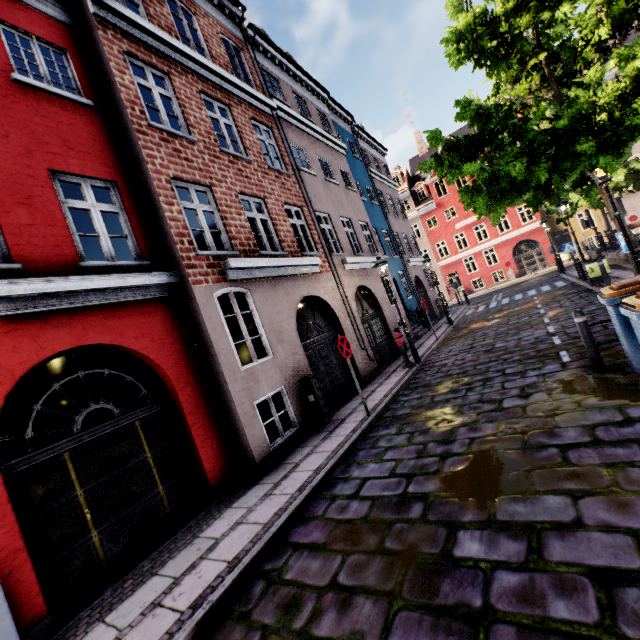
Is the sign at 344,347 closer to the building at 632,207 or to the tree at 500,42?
the building at 632,207

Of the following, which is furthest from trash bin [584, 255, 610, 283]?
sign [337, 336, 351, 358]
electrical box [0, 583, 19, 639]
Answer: electrical box [0, 583, 19, 639]

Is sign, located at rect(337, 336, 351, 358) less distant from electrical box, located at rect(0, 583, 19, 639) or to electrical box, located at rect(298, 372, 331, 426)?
electrical box, located at rect(298, 372, 331, 426)

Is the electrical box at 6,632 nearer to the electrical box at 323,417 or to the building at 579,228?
the building at 579,228

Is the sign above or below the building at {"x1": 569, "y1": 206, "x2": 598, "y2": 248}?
below

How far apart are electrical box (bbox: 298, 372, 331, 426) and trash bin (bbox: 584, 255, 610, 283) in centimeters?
1259cm

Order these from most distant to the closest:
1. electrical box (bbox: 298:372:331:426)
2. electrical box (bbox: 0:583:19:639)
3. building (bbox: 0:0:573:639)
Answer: electrical box (bbox: 298:372:331:426), building (bbox: 0:0:573:639), electrical box (bbox: 0:583:19:639)

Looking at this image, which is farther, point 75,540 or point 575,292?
point 575,292
